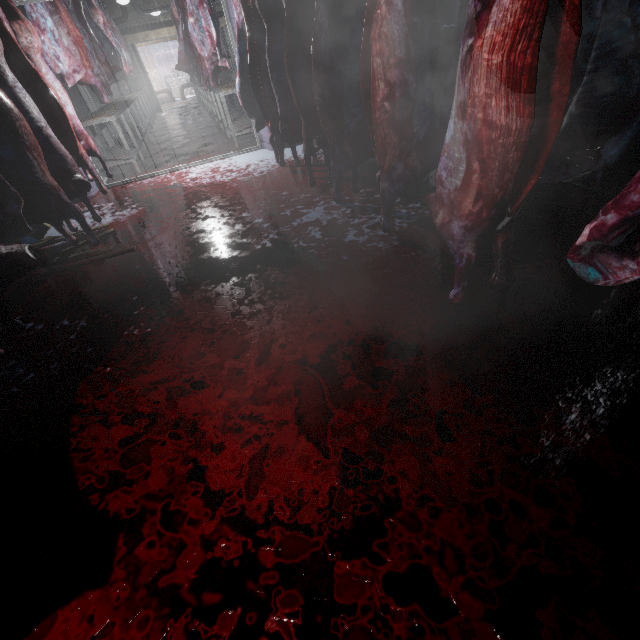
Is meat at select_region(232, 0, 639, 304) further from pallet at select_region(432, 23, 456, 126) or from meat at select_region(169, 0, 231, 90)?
meat at select_region(169, 0, 231, 90)

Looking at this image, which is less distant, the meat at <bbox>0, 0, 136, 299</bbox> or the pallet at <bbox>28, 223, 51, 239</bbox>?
the meat at <bbox>0, 0, 136, 299</bbox>

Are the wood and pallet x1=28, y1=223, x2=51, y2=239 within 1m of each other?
yes

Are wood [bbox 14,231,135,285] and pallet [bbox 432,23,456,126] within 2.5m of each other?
no

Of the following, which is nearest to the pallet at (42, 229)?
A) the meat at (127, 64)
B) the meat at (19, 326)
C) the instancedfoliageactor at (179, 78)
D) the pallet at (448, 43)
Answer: the meat at (127, 64)

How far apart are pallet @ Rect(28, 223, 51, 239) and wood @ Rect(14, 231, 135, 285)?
0.1m

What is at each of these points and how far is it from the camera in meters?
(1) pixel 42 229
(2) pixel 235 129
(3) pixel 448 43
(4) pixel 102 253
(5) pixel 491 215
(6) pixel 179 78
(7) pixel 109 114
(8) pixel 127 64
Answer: (1) pallet, 3.5 m
(2) table, 5.7 m
(3) pallet, 3.8 m
(4) wood, 2.9 m
(5) meat, 1.4 m
(6) instancedfoliageactor, 18.3 m
(7) table, 4.9 m
(8) meat, 8.5 m

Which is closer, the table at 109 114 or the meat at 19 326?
the meat at 19 326
